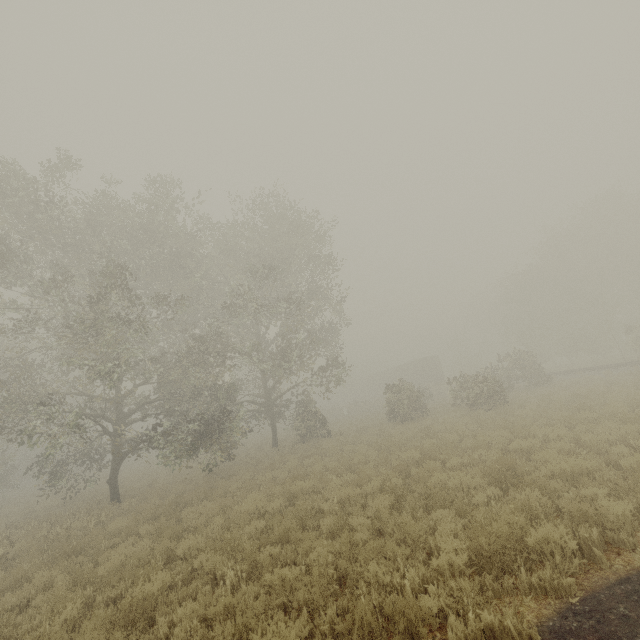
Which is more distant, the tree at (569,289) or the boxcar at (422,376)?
the boxcar at (422,376)

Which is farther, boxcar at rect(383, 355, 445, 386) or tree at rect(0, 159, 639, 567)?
boxcar at rect(383, 355, 445, 386)

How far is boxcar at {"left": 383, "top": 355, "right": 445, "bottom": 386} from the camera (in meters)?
47.47

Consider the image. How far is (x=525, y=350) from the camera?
39.31m

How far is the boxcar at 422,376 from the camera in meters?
47.5 m
